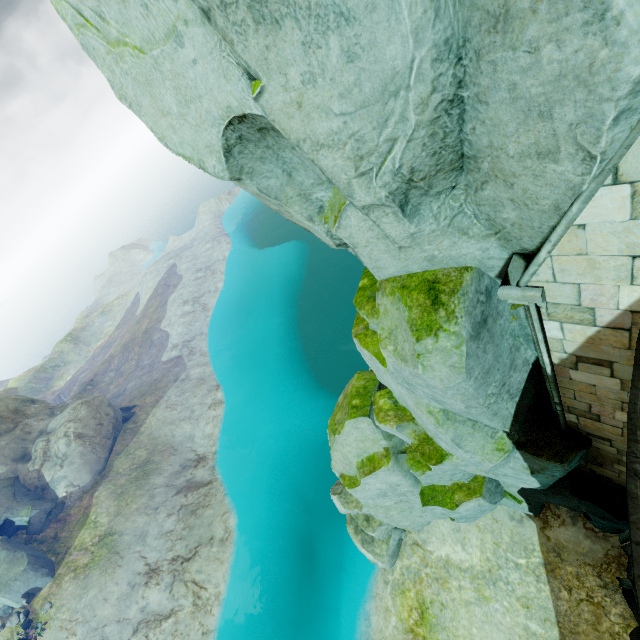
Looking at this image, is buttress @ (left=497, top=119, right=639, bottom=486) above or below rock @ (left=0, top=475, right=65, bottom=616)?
above

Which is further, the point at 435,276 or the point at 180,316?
the point at 180,316

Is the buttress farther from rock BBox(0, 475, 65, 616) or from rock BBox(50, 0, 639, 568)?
rock BBox(0, 475, 65, 616)

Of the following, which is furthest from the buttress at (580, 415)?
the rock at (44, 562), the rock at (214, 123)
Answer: the rock at (44, 562)

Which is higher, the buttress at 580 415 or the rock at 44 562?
the buttress at 580 415

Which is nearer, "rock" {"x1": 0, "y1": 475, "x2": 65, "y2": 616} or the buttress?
the buttress

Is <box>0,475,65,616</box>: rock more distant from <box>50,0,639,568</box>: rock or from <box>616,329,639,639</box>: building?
<box>616,329,639,639</box>: building
